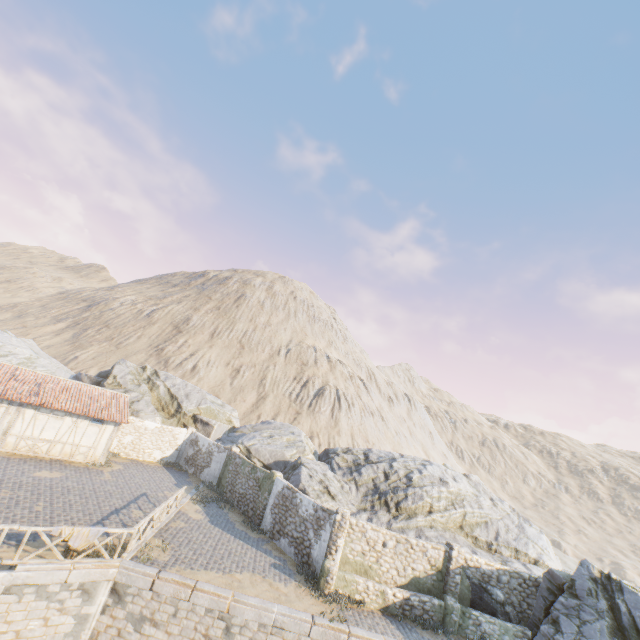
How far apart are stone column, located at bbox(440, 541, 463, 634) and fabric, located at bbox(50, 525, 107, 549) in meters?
14.8

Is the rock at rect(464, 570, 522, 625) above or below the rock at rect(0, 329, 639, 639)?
below

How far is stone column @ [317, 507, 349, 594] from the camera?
14.2 meters

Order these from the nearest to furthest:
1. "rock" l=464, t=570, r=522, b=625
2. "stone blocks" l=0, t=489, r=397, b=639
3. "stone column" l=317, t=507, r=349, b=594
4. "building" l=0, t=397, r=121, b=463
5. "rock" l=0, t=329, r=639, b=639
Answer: "stone blocks" l=0, t=489, r=397, b=639, "rock" l=0, t=329, r=639, b=639, "stone column" l=317, t=507, r=349, b=594, "rock" l=464, t=570, r=522, b=625, "building" l=0, t=397, r=121, b=463

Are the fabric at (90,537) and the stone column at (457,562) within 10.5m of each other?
no

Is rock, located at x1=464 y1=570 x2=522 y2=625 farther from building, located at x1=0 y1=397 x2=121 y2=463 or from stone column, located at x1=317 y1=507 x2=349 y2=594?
stone column, located at x1=317 y1=507 x2=349 y2=594

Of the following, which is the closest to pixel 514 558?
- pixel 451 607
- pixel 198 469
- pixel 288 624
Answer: pixel 451 607

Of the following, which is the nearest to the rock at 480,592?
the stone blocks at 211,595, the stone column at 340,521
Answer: the stone blocks at 211,595
